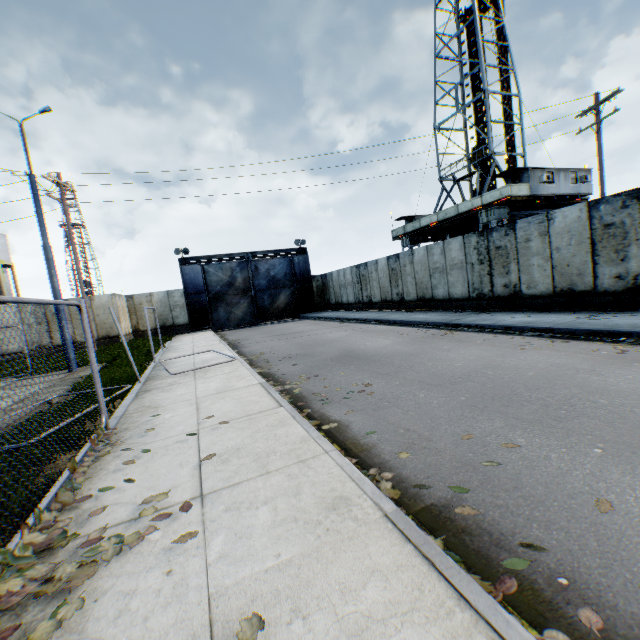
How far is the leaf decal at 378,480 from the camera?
3.1 meters

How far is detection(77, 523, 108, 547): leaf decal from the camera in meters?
2.6 m

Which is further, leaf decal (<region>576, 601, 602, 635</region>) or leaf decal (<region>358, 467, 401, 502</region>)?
leaf decal (<region>358, 467, 401, 502</region>)

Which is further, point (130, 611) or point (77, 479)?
point (77, 479)

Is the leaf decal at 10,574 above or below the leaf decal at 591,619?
above

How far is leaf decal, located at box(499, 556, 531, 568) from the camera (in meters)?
2.15

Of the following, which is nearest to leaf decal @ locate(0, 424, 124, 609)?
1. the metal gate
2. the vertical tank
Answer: the metal gate

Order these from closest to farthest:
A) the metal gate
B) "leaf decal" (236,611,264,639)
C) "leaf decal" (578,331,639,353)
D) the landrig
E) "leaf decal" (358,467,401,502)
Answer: "leaf decal" (236,611,264,639)
"leaf decal" (358,467,401,502)
"leaf decal" (578,331,639,353)
the landrig
the metal gate
